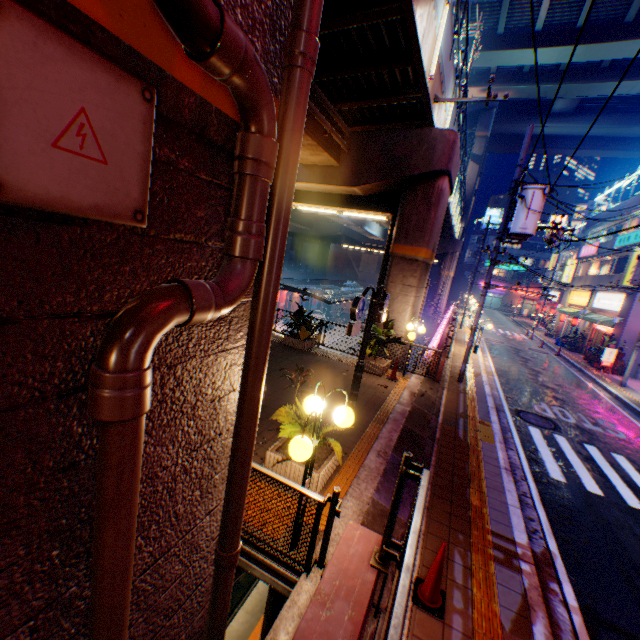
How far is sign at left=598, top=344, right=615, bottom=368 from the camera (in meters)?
20.66

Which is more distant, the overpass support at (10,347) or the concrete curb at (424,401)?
the concrete curb at (424,401)

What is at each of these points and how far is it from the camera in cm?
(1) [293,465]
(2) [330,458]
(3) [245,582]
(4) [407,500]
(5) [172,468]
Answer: (1) flower bed, 540
(2) flower bed, 568
(3) railway, 1104
(4) concrete curb, 579
(5) overpass support, 232

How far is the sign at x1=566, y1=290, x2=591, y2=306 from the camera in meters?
28.6 m

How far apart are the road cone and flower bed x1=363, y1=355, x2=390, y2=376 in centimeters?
746cm

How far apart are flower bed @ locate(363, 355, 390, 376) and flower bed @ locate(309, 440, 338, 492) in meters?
5.8

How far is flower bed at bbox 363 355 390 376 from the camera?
11.7 meters

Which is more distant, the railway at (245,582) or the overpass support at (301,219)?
the railway at (245,582)
